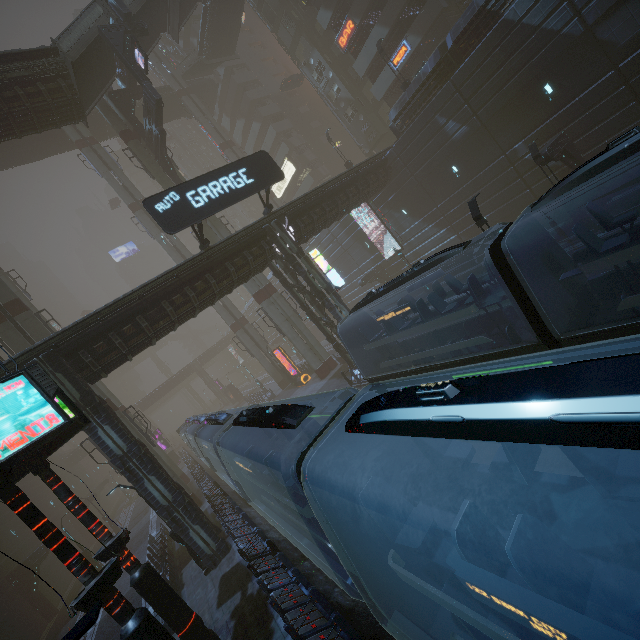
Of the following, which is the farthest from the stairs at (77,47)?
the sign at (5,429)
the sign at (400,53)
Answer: the sign at (5,429)

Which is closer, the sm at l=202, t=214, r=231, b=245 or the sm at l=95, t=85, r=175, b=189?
the sm at l=95, t=85, r=175, b=189

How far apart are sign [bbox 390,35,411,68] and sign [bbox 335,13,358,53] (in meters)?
4.37

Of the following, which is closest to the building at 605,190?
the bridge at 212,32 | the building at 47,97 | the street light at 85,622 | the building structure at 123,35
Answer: the bridge at 212,32

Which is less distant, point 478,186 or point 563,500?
point 563,500

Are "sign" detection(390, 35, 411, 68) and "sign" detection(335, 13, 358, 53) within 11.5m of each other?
yes

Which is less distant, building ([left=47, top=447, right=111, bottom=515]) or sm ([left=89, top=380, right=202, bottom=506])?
sm ([left=89, top=380, right=202, bottom=506])

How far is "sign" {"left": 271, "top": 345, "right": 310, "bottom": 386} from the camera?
33.1m
